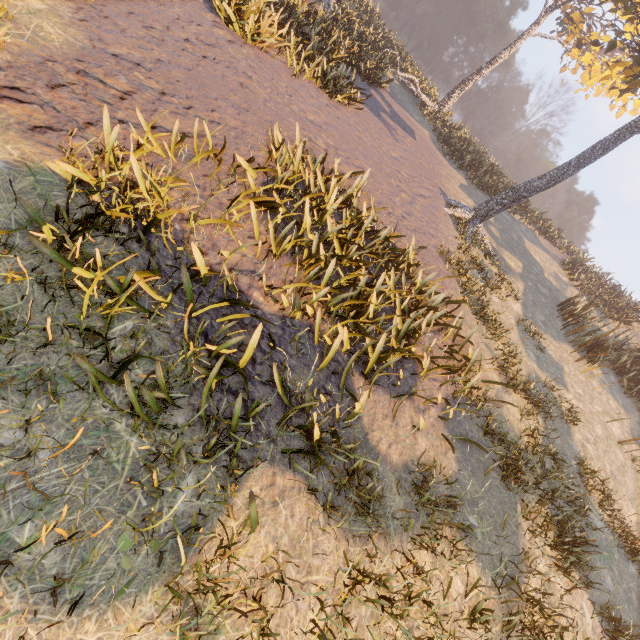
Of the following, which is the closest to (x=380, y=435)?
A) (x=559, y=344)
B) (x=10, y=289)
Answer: (x=10, y=289)
